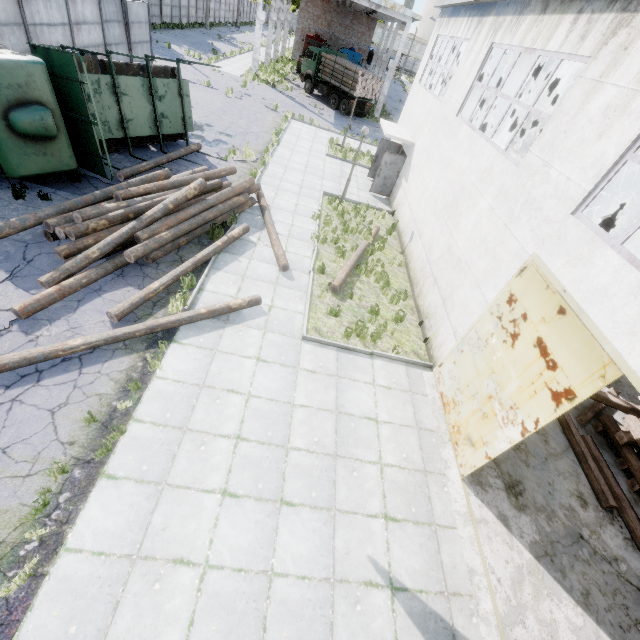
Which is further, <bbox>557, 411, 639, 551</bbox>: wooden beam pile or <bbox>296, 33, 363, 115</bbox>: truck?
<bbox>296, 33, 363, 115</bbox>: truck

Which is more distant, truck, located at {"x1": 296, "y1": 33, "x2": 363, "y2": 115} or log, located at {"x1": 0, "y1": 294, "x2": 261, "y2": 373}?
truck, located at {"x1": 296, "y1": 33, "x2": 363, "y2": 115}

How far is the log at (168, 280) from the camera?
7.3 meters

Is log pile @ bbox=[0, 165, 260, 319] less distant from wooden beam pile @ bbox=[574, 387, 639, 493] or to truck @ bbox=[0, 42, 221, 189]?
truck @ bbox=[0, 42, 221, 189]

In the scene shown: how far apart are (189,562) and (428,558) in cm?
403

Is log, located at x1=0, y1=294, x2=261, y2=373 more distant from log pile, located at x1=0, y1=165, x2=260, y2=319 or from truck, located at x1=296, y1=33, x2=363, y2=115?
truck, located at x1=296, y1=33, x2=363, y2=115

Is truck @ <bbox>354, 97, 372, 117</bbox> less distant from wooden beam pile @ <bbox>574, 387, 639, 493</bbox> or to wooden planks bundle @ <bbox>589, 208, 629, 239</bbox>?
wooden planks bundle @ <bbox>589, 208, 629, 239</bbox>

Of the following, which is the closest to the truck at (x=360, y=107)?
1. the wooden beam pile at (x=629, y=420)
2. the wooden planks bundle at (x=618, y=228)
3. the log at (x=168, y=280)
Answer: the wooden planks bundle at (x=618, y=228)
